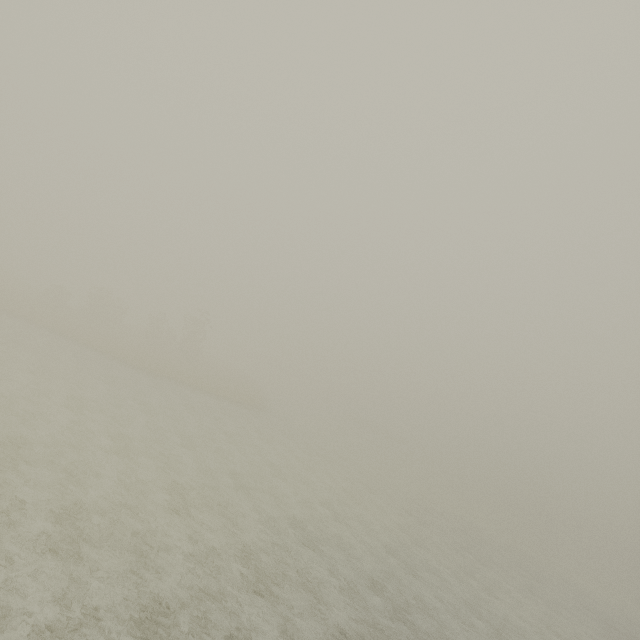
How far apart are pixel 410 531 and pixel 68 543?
23.6 meters
